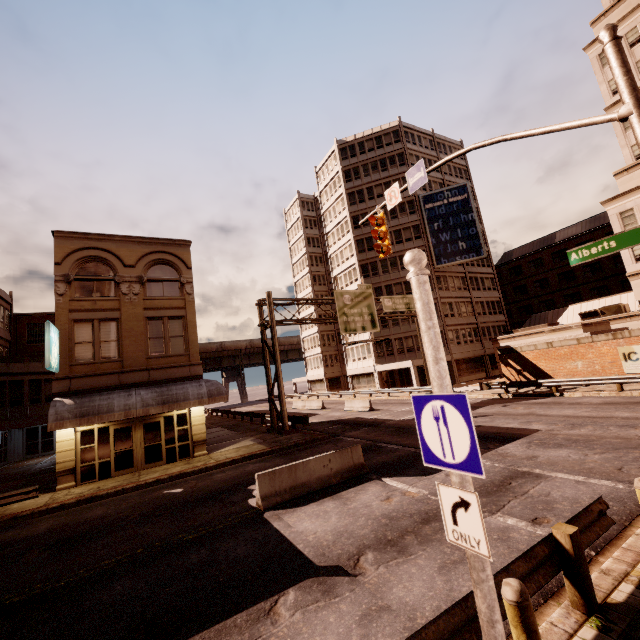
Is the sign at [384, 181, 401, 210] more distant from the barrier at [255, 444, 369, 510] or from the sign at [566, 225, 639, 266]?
the barrier at [255, 444, 369, 510]

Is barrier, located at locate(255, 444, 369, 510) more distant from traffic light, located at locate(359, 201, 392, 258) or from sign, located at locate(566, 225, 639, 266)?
sign, located at locate(566, 225, 639, 266)

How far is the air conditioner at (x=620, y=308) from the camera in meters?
30.5 m

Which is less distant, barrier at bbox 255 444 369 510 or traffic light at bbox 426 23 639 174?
traffic light at bbox 426 23 639 174

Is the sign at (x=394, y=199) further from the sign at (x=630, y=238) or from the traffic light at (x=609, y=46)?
the sign at (x=630, y=238)

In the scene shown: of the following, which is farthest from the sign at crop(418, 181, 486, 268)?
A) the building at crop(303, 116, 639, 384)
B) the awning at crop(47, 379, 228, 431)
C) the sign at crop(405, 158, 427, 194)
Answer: the sign at crop(405, 158, 427, 194)

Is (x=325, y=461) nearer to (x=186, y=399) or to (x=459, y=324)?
(x=186, y=399)

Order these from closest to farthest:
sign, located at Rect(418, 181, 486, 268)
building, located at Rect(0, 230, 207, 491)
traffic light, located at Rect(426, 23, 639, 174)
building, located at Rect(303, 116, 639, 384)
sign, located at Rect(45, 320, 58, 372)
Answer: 1. traffic light, located at Rect(426, 23, 639, 174)
2. sign, located at Rect(45, 320, 58, 372)
3. building, located at Rect(0, 230, 207, 491)
4. building, located at Rect(303, 116, 639, 384)
5. sign, located at Rect(418, 181, 486, 268)
